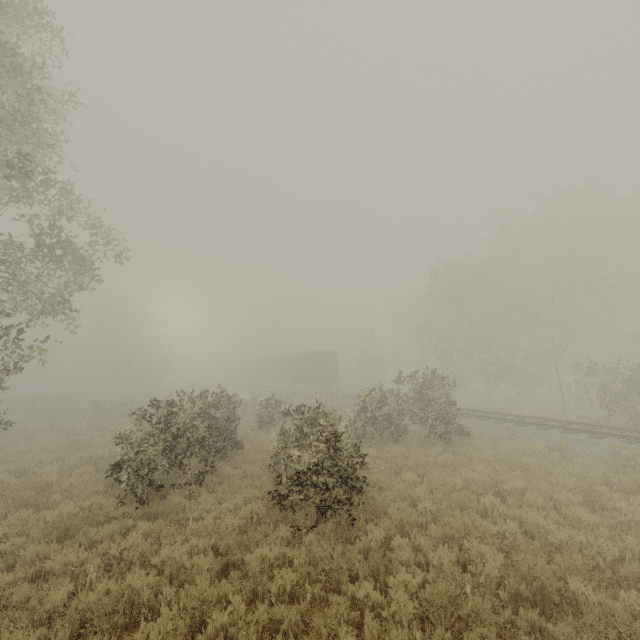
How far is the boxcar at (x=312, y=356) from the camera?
36.26m

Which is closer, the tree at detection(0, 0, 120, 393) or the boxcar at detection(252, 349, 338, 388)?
the tree at detection(0, 0, 120, 393)

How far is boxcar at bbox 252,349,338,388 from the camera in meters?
36.3 m

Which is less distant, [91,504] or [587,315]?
[91,504]

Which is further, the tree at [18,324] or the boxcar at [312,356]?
the boxcar at [312,356]
